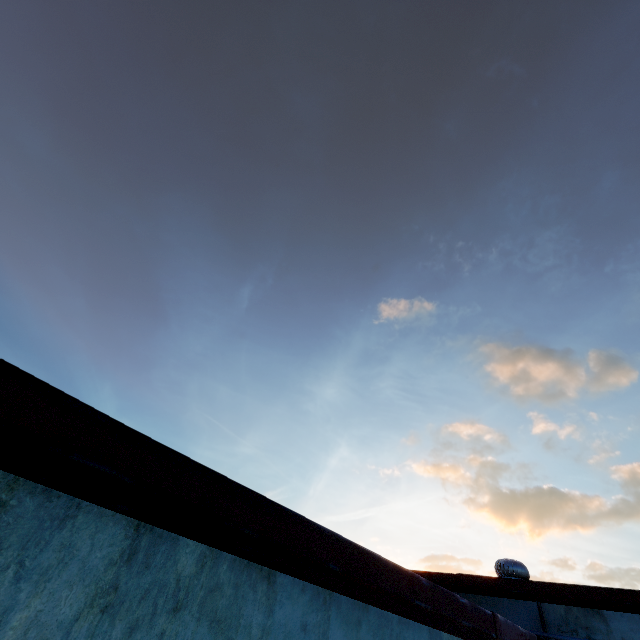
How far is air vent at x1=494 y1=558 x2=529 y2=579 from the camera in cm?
625

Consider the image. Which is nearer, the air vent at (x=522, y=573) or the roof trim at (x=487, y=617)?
the roof trim at (x=487, y=617)

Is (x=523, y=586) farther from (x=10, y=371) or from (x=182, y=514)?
(x=10, y=371)

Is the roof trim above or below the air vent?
below

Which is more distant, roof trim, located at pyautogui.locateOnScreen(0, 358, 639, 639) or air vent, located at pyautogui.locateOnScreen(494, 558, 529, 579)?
air vent, located at pyautogui.locateOnScreen(494, 558, 529, 579)

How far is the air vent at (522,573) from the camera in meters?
6.3 m
